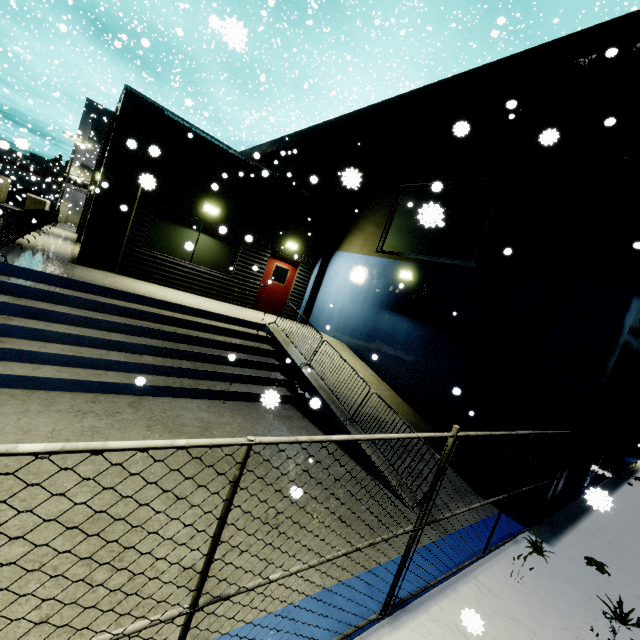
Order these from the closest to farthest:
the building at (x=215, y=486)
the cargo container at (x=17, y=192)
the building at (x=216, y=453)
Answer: the building at (x=215, y=486) → the building at (x=216, y=453) → the cargo container at (x=17, y=192)

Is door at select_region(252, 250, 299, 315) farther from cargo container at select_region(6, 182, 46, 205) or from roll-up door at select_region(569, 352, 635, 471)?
cargo container at select_region(6, 182, 46, 205)

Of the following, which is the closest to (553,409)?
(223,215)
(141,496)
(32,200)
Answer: (141,496)

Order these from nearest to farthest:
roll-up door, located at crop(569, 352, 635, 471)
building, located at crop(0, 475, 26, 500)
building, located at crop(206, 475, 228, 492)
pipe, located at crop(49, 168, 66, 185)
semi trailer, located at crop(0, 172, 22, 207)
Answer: building, located at crop(0, 475, 26, 500), building, located at crop(206, 475, 228, 492), roll-up door, located at crop(569, 352, 635, 471), semi trailer, located at crop(0, 172, 22, 207), pipe, located at crop(49, 168, 66, 185)

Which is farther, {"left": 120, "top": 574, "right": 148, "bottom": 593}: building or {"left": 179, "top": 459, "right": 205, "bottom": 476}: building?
{"left": 179, "top": 459, "right": 205, "bottom": 476}: building

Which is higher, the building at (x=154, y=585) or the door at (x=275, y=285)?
the door at (x=275, y=285)

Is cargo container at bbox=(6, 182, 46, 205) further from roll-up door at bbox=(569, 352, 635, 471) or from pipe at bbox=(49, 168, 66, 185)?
roll-up door at bbox=(569, 352, 635, 471)
